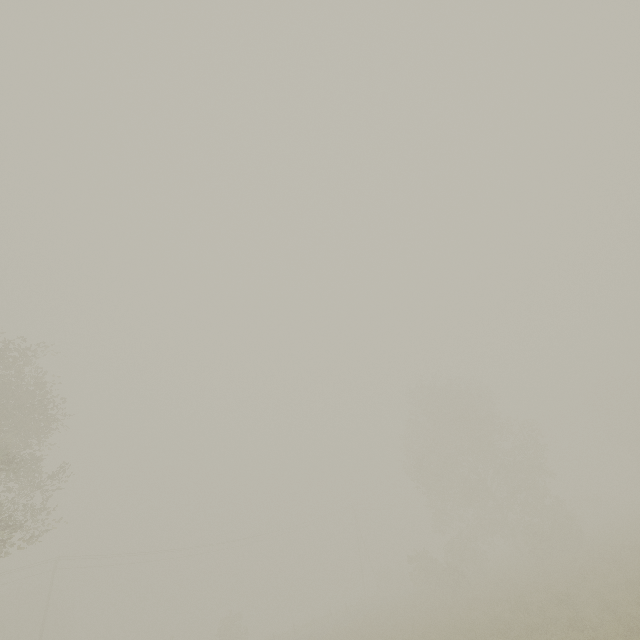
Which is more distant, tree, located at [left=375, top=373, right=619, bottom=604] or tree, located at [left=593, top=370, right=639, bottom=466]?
tree, located at [left=593, top=370, right=639, bottom=466]

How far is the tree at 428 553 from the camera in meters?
27.6

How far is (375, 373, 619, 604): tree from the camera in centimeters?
2764cm

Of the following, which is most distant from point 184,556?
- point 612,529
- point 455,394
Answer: point 612,529

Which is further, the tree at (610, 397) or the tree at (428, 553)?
the tree at (610, 397)
